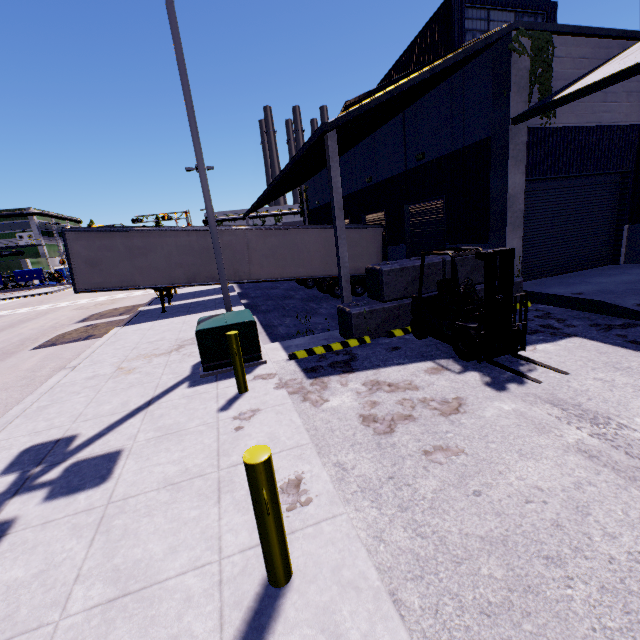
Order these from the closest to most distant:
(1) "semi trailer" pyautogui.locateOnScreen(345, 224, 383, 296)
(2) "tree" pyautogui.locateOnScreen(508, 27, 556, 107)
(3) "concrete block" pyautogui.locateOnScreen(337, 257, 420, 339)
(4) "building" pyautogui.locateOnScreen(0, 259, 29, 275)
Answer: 1. (3) "concrete block" pyautogui.locateOnScreen(337, 257, 420, 339)
2. (2) "tree" pyautogui.locateOnScreen(508, 27, 556, 107)
3. (1) "semi trailer" pyautogui.locateOnScreen(345, 224, 383, 296)
4. (4) "building" pyautogui.locateOnScreen(0, 259, 29, 275)

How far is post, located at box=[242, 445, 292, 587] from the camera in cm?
234

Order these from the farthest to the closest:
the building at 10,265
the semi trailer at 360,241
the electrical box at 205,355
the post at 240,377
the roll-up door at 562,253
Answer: the building at 10,265
the semi trailer at 360,241
the roll-up door at 562,253
the electrical box at 205,355
the post at 240,377

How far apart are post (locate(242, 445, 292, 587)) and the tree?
12.4 meters

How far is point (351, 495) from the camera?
3.6 meters

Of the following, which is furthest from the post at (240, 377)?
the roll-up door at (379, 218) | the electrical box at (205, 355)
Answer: the roll-up door at (379, 218)

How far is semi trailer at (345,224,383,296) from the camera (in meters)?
17.67

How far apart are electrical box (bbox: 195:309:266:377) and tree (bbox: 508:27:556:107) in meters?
10.3 m
